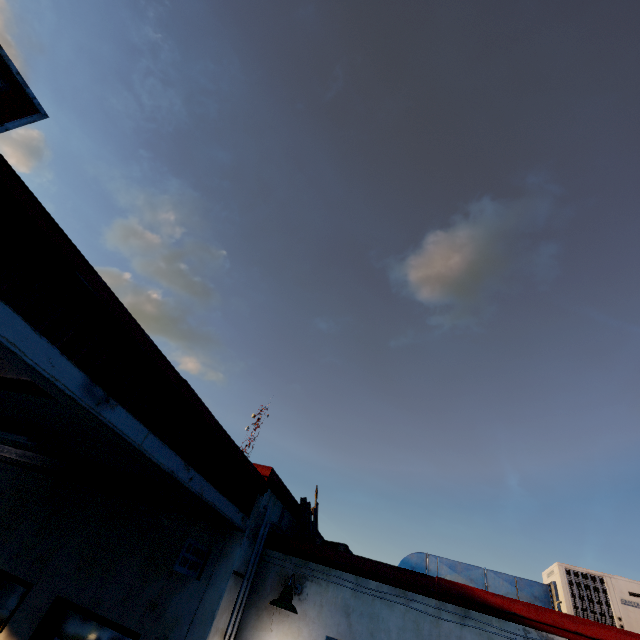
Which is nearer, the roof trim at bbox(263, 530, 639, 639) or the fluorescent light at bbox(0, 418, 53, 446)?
the roof trim at bbox(263, 530, 639, 639)

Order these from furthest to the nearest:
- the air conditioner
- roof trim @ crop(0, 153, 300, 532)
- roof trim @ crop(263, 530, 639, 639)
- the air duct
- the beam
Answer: the air duct
the air conditioner
roof trim @ crop(263, 530, 639, 639)
the beam
roof trim @ crop(0, 153, 300, 532)

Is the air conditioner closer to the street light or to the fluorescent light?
the street light

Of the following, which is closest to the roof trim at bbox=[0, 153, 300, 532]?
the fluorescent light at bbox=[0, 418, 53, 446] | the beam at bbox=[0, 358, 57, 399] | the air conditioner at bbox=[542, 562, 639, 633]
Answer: Result: the beam at bbox=[0, 358, 57, 399]

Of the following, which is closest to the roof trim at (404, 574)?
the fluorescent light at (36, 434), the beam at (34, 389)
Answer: the beam at (34, 389)

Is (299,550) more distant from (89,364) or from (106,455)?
(89,364)

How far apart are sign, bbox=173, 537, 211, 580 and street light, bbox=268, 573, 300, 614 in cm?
110

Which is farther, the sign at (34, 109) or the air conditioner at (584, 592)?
the air conditioner at (584, 592)
